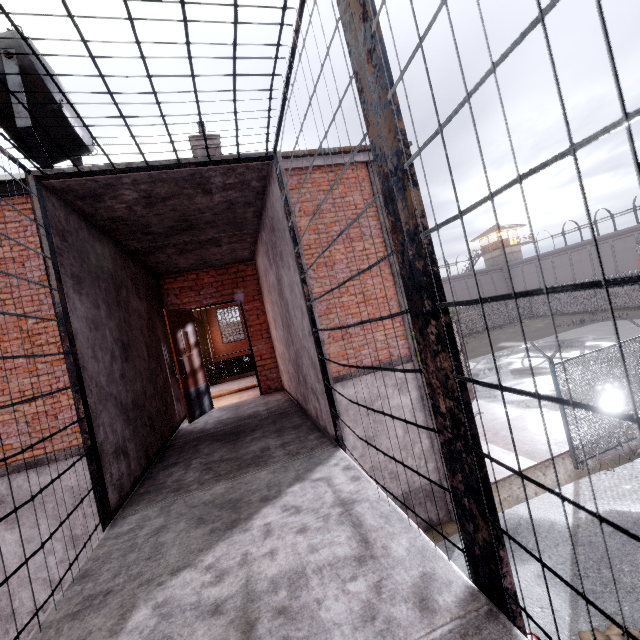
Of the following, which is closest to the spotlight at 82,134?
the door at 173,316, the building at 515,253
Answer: the door at 173,316

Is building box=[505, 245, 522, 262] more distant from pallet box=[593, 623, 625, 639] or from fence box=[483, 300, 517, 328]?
pallet box=[593, 623, 625, 639]

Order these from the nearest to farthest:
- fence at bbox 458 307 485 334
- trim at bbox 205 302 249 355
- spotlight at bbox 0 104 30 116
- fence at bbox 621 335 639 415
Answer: spotlight at bbox 0 104 30 116
fence at bbox 621 335 639 415
trim at bbox 205 302 249 355
fence at bbox 458 307 485 334

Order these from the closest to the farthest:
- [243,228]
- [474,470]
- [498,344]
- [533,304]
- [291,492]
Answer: [474,470], [291,492], [243,228], [498,344], [533,304]

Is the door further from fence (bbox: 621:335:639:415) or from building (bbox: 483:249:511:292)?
building (bbox: 483:249:511:292)

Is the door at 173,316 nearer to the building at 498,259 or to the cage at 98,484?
the cage at 98,484

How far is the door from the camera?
5.7m

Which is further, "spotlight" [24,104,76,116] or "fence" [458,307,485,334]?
"fence" [458,307,485,334]
